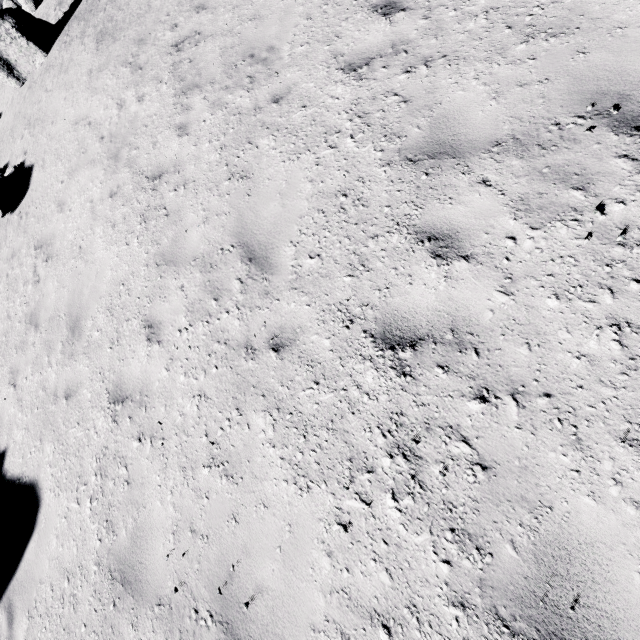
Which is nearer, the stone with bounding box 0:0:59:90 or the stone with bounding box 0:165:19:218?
the stone with bounding box 0:165:19:218

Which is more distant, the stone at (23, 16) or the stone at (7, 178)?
the stone at (23, 16)

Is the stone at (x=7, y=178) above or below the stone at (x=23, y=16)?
below

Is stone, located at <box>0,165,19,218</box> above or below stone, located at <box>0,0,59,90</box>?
below

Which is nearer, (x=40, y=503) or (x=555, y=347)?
(x=555, y=347)
